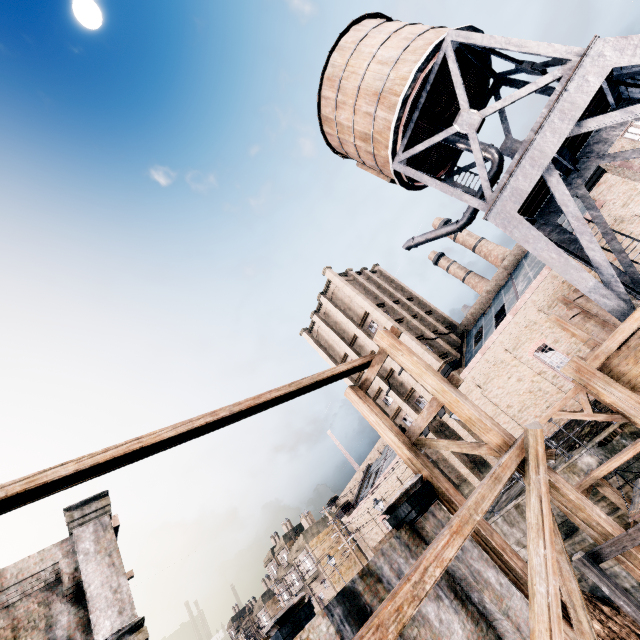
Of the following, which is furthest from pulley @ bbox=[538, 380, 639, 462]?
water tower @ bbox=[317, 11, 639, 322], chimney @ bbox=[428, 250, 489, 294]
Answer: chimney @ bbox=[428, 250, 489, 294]

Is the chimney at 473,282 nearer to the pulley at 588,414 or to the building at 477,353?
the building at 477,353

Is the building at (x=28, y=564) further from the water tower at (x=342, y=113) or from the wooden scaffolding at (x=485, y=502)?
the water tower at (x=342, y=113)

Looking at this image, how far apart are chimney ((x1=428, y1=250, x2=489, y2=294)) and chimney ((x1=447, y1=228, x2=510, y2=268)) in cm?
262

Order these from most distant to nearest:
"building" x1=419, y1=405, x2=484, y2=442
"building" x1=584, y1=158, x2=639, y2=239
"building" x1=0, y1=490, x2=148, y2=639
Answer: "building" x1=419, y1=405, x2=484, y2=442
"building" x1=584, y1=158, x2=639, y2=239
"building" x1=0, y1=490, x2=148, y2=639

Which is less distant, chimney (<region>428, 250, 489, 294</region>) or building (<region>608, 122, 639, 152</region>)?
building (<region>608, 122, 639, 152</region>)

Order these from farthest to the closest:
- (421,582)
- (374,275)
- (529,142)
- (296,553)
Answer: (296,553)
(374,275)
(529,142)
(421,582)

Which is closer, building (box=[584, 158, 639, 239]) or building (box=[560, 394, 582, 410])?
building (box=[584, 158, 639, 239])
